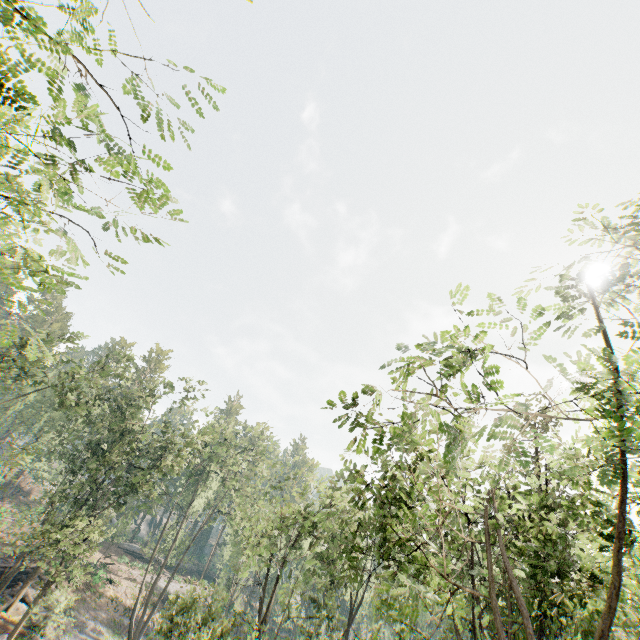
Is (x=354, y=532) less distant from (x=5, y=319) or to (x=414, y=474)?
(x=414, y=474)

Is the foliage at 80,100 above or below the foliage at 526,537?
above

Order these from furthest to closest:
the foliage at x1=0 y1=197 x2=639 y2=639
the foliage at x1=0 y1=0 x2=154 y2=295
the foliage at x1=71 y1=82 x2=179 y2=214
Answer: the foliage at x1=0 y1=197 x2=639 y2=639
the foliage at x1=71 y1=82 x2=179 y2=214
the foliage at x1=0 y1=0 x2=154 y2=295

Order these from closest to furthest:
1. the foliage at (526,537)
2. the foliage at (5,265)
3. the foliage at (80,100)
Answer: the foliage at (5,265) → the foliage at (80,100) → the foliage at (526,537)

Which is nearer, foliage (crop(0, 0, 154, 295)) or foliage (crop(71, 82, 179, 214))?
foliage (crop(0, 0, 154, 295))

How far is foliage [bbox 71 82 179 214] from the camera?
4.6m
